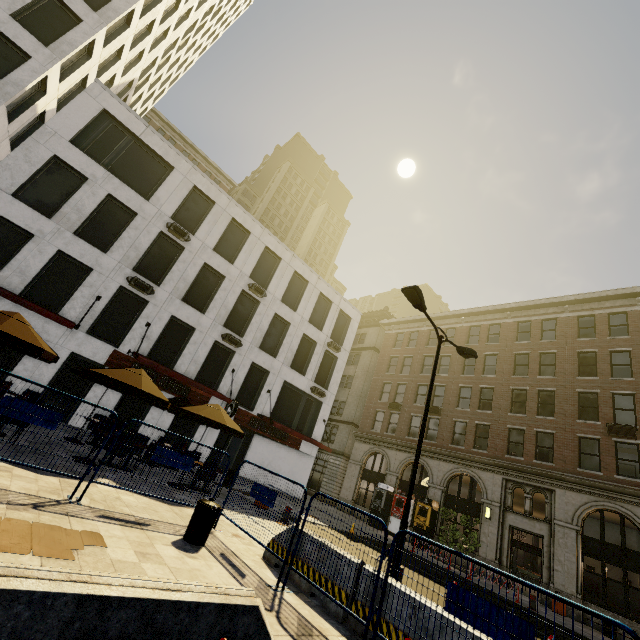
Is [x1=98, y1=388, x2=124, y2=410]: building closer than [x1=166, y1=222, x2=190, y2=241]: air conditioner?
Yes

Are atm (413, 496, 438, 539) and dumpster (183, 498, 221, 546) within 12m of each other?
no

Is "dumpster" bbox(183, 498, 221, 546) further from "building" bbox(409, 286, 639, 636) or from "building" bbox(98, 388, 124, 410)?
"building" bbox(409, 286, 639, 636)

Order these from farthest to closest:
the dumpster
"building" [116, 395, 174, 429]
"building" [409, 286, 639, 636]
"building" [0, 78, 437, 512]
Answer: "building" [409, 286, 639, 636] → "building" [116, 395, 174, 429] → "building" [0, 78, 437, 512] → the dumpster

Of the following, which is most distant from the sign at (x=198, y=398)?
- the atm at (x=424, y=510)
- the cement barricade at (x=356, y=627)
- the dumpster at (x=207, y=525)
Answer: the atm at (x=424, y=510)

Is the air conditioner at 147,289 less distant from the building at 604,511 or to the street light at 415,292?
the street light at 415,292

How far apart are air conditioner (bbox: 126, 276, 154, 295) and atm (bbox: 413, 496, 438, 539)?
22.7m

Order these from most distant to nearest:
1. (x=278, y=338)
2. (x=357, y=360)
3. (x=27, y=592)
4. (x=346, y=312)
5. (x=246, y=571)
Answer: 1. (x=357, y=360)
2. (x=346, y=312)
3. (x=278, y=338)
4. (x=246, y=571)
5. (x=27, y=592)
